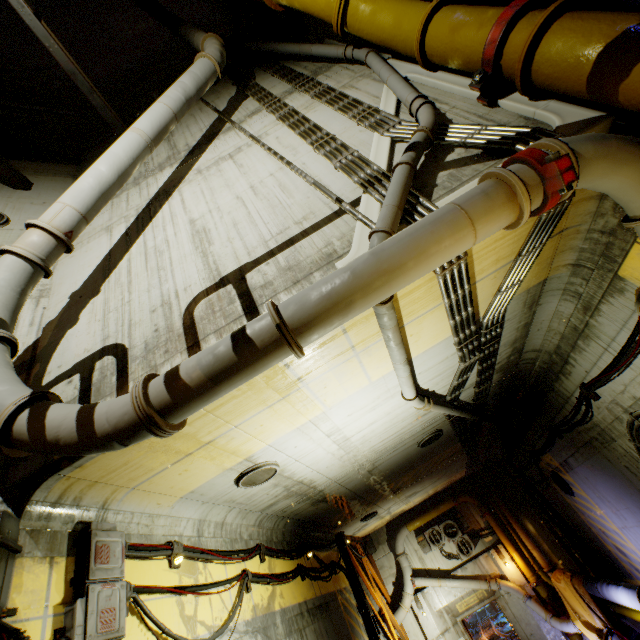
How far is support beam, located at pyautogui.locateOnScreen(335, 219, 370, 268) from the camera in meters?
3.8 m

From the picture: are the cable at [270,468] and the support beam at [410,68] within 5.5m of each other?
no

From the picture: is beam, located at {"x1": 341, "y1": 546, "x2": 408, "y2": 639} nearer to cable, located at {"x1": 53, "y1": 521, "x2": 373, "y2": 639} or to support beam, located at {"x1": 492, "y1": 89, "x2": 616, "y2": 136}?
cable, located at {"x1": 53, "y1": 521, "x2": 373, "y2": 639}

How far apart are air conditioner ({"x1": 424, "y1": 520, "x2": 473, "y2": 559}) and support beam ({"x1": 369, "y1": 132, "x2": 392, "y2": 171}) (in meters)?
17.74

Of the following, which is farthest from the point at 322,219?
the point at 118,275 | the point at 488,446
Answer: the point at 488,446

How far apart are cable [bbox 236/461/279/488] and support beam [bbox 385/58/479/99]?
6.44m

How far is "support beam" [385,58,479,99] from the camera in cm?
514

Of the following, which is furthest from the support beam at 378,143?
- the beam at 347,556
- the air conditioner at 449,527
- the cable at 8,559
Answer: the air conditioner at 449,527
